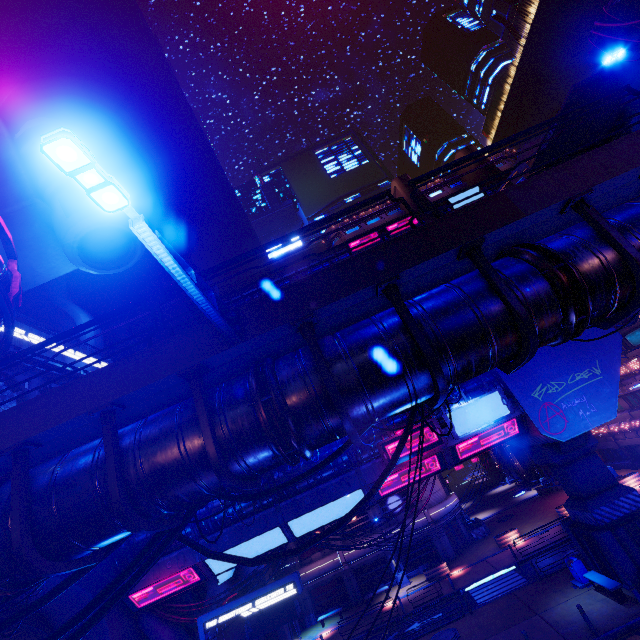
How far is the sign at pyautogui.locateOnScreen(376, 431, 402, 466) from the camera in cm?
1794

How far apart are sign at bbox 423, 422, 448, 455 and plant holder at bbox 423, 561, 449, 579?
19.13m

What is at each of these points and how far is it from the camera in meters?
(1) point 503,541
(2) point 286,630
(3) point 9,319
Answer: (1) plant holder, 29.1 m
(2) pillar, 28.3 m
(3) pipe, 8.3 m

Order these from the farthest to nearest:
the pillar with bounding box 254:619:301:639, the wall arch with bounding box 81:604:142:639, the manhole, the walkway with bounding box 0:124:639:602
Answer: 1. the pillar with bounding box 254:619:301:639
2. the manhole
3. the wall arch with bounding box 81:604:142:639
4. the walkway with bounding box 0:124:639:602

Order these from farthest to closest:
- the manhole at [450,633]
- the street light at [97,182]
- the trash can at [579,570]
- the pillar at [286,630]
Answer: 1. the pillar at [286,630]
2. the manhole at [450,633]
3. the trash can at [579,570]
4. the street light at [97,182]

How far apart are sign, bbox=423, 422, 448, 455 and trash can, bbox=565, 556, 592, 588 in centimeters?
1074cm

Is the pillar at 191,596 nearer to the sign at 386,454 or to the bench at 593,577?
the sign at 386,454

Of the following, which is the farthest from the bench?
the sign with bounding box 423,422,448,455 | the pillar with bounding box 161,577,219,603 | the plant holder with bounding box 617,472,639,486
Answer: the pillar with bounding box 161,577,219,603
